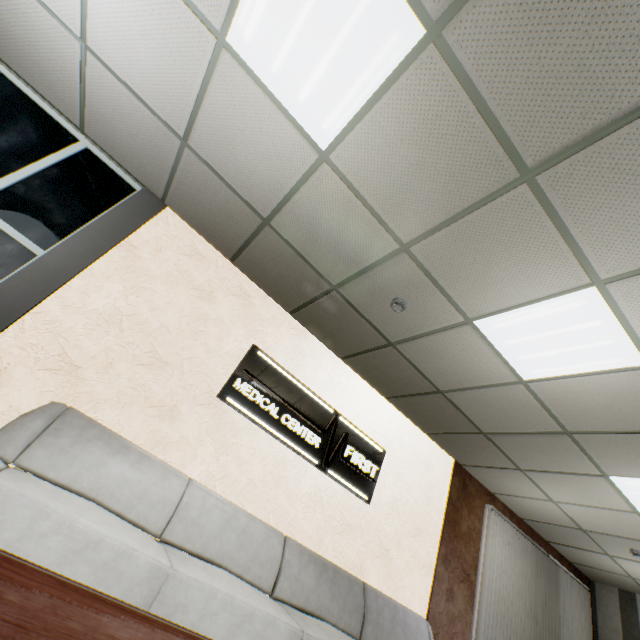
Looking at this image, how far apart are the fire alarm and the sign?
1.5 meters

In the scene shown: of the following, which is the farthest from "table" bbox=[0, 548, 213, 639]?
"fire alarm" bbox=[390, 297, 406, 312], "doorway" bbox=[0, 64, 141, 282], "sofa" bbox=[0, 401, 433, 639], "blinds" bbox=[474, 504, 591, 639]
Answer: "blinds" bbox=[474, 504, 591, 639]

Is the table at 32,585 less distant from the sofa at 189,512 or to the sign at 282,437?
the sofa at 189,512

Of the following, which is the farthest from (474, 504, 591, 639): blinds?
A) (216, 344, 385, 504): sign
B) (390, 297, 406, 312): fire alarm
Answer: (390, 297, 406, 312): fire alarm

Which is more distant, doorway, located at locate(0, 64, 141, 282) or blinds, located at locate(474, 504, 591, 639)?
blinds, located at locate(474, 504, 591, 639)

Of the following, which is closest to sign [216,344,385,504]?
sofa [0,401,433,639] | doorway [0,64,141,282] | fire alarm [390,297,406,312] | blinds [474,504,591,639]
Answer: sofa [0,401,433,639]

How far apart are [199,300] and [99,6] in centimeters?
247cm

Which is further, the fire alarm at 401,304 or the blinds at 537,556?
the blinds at 537,556
